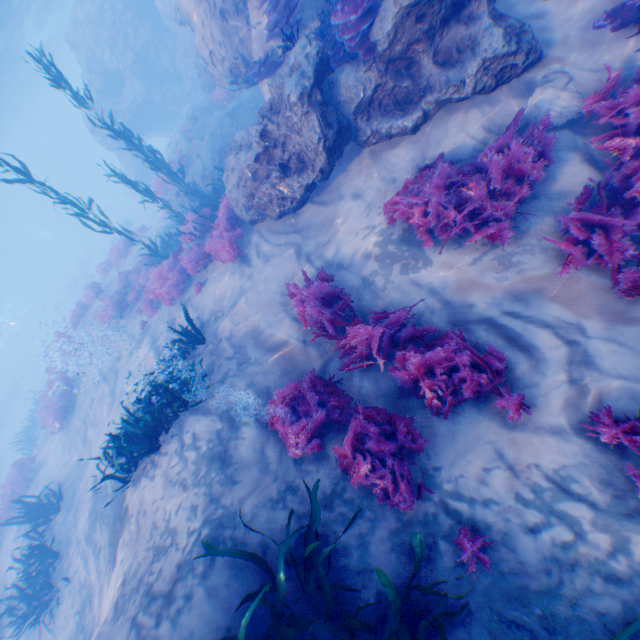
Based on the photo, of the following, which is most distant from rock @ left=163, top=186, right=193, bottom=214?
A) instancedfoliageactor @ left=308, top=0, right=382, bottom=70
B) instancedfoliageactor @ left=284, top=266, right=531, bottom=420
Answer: instancedfoliageactor @ left=284, top=266, right=531, bottom=420

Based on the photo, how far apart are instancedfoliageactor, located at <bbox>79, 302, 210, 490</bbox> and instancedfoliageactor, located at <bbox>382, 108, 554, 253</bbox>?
5.7 meters

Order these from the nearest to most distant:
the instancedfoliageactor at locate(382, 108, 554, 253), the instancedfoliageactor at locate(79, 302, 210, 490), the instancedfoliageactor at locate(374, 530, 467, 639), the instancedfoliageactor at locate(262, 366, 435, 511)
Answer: the instancedfoliageactor at locate(374, 530, 467, 639) → the instancedfoliageactor at locate(262, 366, 435, 511) → the instancedfoliageactor at locate(382, 108, 554, 253) → the instancedfoliageactor at locate(79, 302, 210, 490)

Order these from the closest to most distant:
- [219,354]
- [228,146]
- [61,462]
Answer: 1. [219,354]
2. [61,462]
3. [228,146]

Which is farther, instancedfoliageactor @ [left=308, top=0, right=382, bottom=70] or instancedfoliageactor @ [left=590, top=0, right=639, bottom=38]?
instancedfoliageactor @ [left=308, top=0, right=382, bottom=70]

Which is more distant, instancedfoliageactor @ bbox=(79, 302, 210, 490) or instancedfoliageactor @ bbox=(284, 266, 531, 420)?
instancedfoliageactor @ bbox=(79, 302, 210, 490)

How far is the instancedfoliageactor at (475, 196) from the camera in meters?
4.6 m

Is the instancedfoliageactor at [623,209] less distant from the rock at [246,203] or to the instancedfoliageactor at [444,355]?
the instancedfoliageactor at [444,355]
